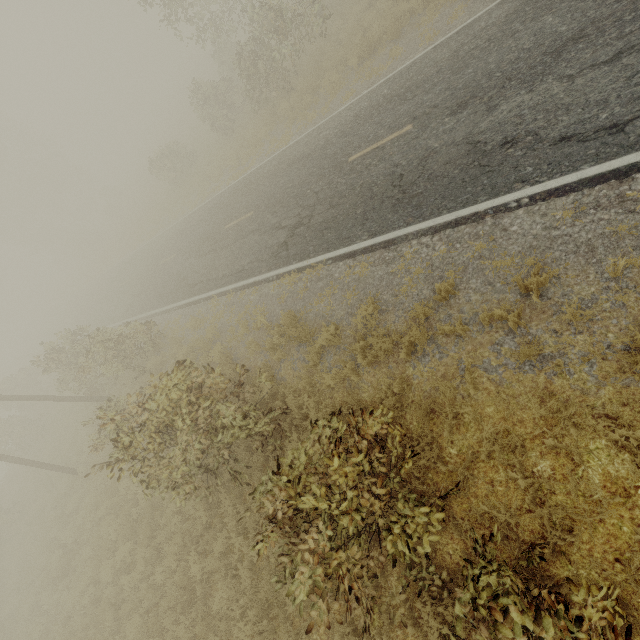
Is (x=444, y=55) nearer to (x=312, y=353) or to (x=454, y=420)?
(x=312, y=353)

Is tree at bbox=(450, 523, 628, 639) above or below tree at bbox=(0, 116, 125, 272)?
below

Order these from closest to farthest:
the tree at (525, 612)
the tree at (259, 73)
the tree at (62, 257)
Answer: the tree at (525, 612), the tree at (259, 73), the tree at (62, 257)

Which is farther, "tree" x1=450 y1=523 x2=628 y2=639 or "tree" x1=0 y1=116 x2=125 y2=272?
"tree" x1=0 y1=116 x2=125 y2=272

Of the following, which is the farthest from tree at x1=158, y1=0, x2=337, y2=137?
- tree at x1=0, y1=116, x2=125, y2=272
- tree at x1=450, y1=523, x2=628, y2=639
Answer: tree at x1=0, y1=116, x2=125, y2=272

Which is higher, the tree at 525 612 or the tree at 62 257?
the tree at 62 257

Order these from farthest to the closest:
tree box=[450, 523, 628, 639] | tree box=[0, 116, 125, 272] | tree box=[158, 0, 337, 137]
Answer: tree box=[0, 116, 125, 272]
tree box=[158, 0, 337, 137]
tree box=[450, 523, 628, 639]
